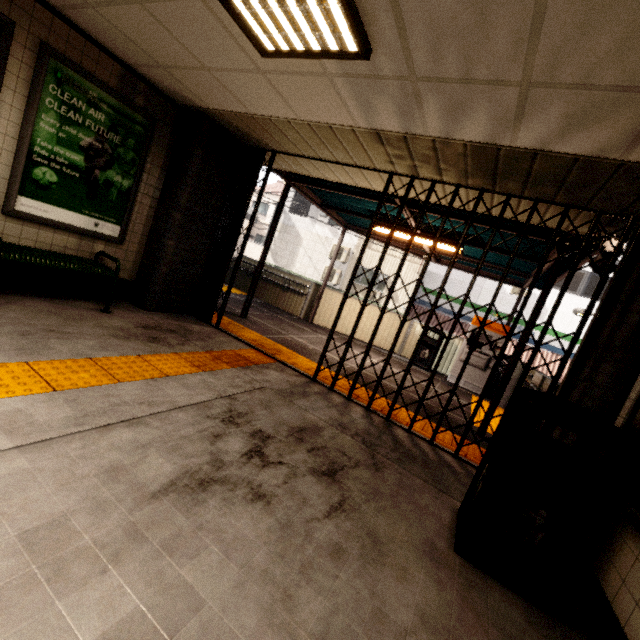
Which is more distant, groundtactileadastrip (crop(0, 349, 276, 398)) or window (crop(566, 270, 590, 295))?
window (crop(566, 270, 590, 295))

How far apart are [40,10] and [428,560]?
5.8m

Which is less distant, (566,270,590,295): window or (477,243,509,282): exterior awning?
(477,243,509,282): exterior awning

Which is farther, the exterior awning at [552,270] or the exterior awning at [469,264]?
the exterior awning at [469,264]

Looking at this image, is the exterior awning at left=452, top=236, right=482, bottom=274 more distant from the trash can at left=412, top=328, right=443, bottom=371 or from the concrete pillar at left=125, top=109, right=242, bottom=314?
the trash can at left=412, top=328, right=443, bottom=371

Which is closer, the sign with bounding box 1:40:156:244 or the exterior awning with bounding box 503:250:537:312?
the sign with bounding box 1:40:156:244

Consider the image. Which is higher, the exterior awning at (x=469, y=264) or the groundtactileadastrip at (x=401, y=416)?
the exterior awning at (x=469, y=264)

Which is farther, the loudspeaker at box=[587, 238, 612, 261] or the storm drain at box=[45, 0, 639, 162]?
the loudspeaker at box=[587, 238, 612, 261]
